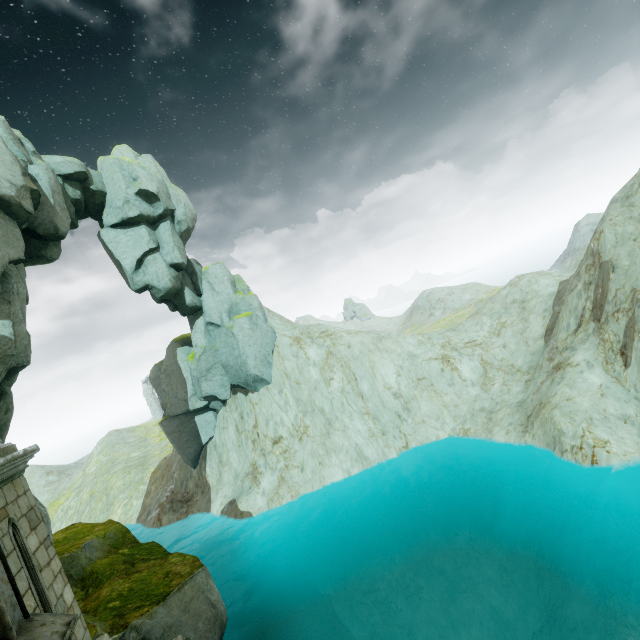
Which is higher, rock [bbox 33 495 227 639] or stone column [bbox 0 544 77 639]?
stone column [bbox 0 544 77 639]

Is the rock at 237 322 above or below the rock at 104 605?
above

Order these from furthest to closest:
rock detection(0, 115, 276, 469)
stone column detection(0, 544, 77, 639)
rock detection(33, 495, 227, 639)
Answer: rock detection(0, 115, 276, 469), rock detection(33, 495, 227, 639), stone column detection(0, 544, 77, 639)

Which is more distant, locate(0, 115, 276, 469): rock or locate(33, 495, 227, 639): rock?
locate(0, 115, 276, 469): rock

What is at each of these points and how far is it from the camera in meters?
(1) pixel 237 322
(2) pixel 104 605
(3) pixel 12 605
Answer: (1) rock, 26.3
(2) rock, 9.5
(3) stone column, 4.4

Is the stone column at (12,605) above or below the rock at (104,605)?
above

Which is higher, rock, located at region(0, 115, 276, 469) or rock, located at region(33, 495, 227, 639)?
rock, located at region(0, 115, 276, 469)

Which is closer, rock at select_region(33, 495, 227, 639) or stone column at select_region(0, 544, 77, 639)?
stone column at select_region(0, 544, 77, 639)
